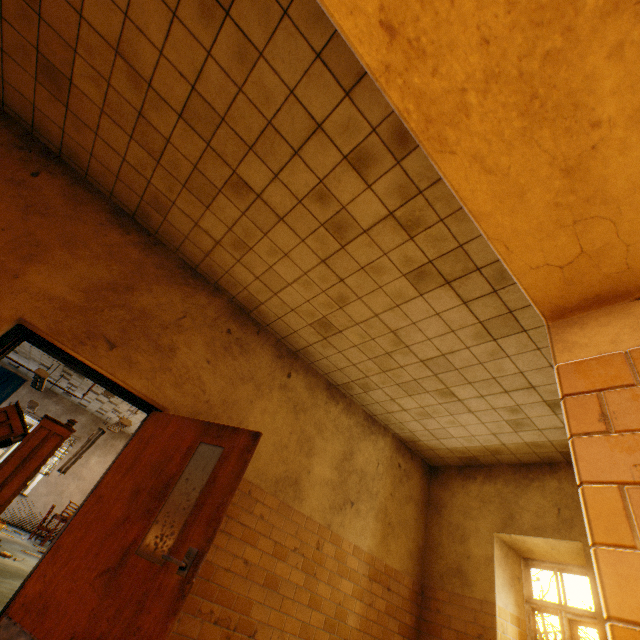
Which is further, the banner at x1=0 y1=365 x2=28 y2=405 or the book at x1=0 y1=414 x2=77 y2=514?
the banner at x1=0 y1=365 x2=28 y2=405

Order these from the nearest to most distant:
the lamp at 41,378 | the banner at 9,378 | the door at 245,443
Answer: the door at 245,443, the lamp at 41,378, the banner at 9,378

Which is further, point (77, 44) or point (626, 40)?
point (77, 44)

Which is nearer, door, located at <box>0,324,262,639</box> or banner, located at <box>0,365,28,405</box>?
door, located at <box>0,324,262,639</box>

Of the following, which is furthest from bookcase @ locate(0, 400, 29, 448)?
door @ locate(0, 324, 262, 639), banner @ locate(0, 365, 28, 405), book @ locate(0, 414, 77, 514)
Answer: banner @ locate(0, 365, 28, 405)

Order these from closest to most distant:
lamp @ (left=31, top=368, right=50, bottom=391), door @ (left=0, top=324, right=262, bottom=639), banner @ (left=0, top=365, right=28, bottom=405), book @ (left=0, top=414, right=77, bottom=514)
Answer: door @ (left=0, top=324, right=262, bottom=639) → book @ (left=0, top=414, right=77, bottom=514) → lamp @ (left=31, top=368, right=50, bottom=391) → banner @ (left=0, top=365, right=28, bottom=405)

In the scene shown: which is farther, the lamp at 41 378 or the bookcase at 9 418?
the lamp at 41 378

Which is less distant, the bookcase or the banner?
the bookcase
